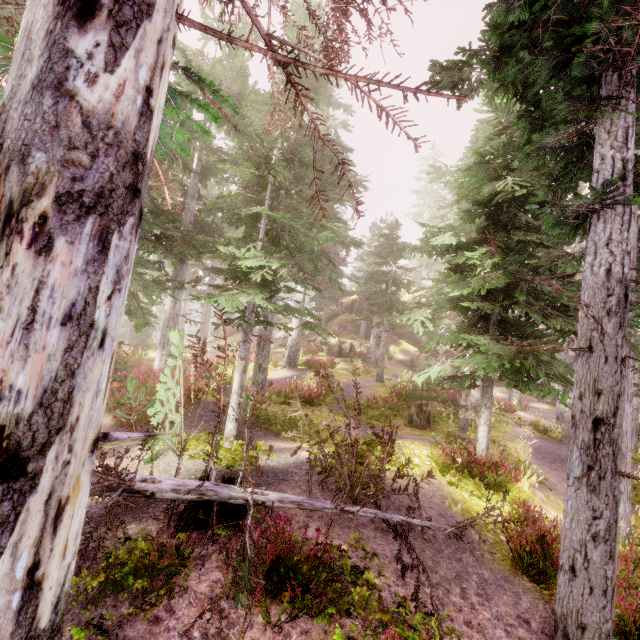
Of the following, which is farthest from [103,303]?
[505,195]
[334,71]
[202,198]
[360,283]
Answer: [360,283]

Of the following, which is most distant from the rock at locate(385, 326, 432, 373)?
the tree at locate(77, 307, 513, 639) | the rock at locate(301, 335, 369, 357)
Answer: the tree at locate(77, 307, 513, 639)

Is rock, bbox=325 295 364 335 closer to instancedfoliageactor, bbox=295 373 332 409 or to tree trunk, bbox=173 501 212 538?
instancedfoliageactor, bbox=295 373 332 409

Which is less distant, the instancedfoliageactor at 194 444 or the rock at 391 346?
the instancedfoliageactor at 194 444

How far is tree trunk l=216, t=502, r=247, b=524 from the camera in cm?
536

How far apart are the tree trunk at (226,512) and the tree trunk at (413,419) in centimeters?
1047cm

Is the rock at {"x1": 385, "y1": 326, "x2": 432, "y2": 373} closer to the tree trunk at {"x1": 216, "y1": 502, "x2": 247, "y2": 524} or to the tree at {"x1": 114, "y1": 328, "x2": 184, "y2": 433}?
the tree at {"x1": 114, "y1": 328, "x2": 184, "y2": 433}

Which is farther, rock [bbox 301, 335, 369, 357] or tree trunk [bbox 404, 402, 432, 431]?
rock [bbox 301, 335, 369, 357]
